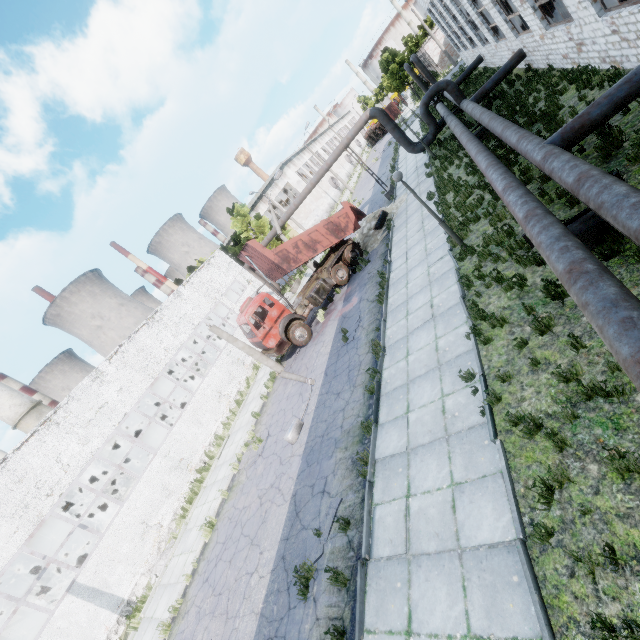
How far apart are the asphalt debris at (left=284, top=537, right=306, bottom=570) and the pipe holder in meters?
8.5

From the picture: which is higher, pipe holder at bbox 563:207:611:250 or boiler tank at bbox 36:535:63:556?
boiler tank at bbox 36:535:63:556

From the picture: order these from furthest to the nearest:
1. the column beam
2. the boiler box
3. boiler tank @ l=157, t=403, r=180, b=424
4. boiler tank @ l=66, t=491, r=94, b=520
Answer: the boiler box
boiler tank @ l=157, t=403, r=180, b=424
boiler tank @ l=66, t=491, r=94, b=520
the column beam

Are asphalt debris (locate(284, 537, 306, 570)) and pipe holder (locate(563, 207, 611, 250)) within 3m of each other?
no

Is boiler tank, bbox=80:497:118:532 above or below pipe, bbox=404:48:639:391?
above

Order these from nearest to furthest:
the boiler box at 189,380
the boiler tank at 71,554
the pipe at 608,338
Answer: the pipe at 608,338 → the boiler tank at 71,554 → the boiler box at 189,380

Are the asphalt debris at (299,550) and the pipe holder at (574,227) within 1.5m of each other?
no

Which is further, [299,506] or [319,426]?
[319,426]
